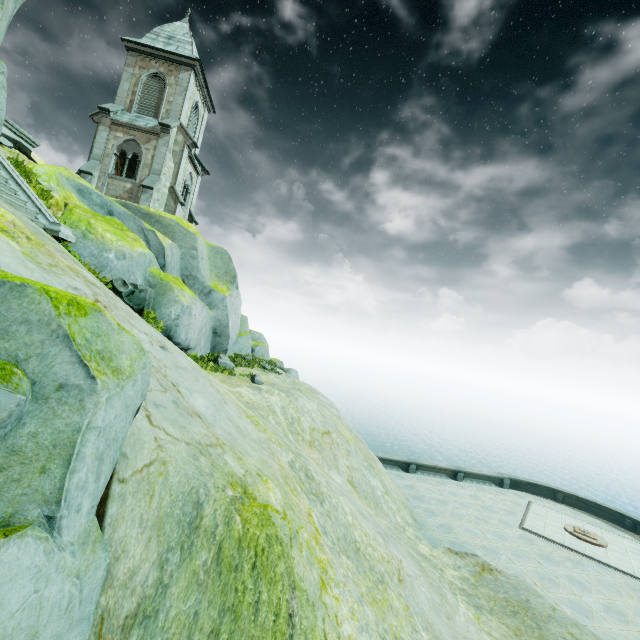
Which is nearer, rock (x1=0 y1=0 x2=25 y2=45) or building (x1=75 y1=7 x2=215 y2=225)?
rock (x1=0 y1=0 x2=25 y2=45)

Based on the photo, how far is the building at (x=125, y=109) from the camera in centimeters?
2300cm

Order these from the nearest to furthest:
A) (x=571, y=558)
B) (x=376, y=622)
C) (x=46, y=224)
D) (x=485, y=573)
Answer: (x=376, y=622) → (x=46, y=224) → (x=485, y=573) → (x=571, y=558)

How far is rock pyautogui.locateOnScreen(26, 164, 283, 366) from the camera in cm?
1199

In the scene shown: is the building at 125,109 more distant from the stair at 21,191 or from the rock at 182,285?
the stair at 21,191

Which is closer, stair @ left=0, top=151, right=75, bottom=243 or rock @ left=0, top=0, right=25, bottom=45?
rock @ left=0, top=0, right=25, bottom=45

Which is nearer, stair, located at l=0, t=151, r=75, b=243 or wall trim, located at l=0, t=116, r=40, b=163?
stair, located at l=0, t=151, r=75, b=243

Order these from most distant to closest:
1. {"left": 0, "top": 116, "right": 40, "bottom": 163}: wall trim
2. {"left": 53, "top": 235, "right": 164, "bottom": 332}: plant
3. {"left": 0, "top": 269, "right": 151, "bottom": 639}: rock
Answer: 1. {"left": 0, "top": 116, "right": 40, "bottom": 163}: wall trim
2. {"left": 53, "top": 235, "right": 164, "bottom": 332}: plant
3. {"left": 0, "top": 269, "right": 151, "bottom": 639}: rock
